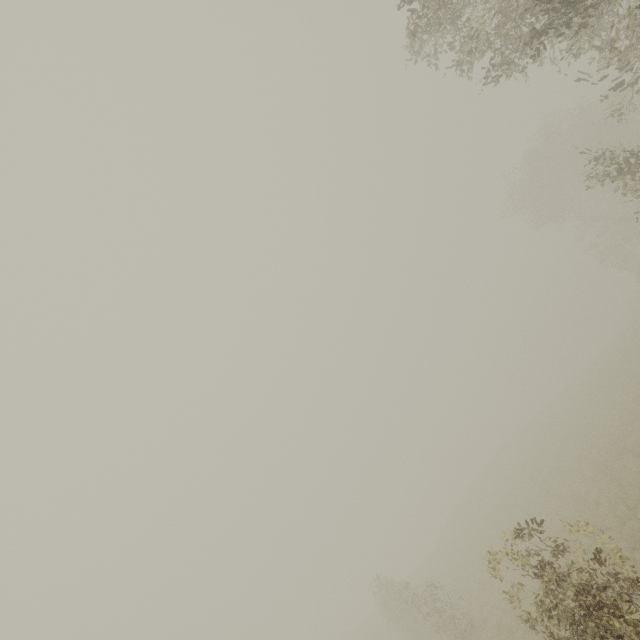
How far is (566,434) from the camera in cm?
2531
